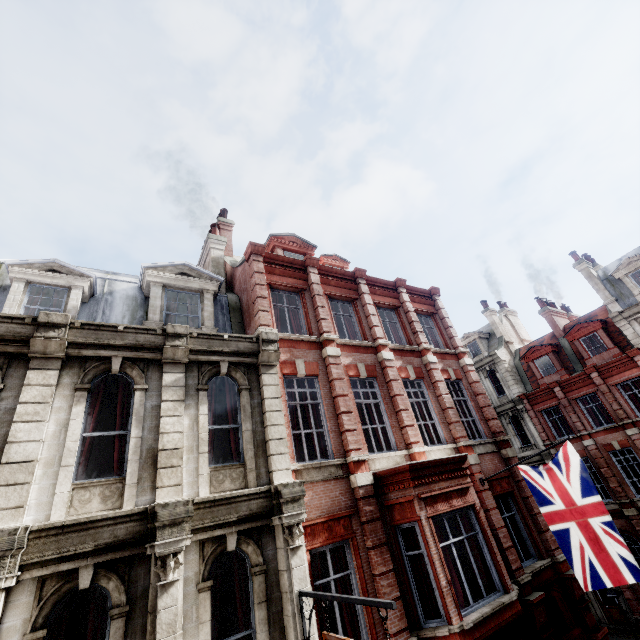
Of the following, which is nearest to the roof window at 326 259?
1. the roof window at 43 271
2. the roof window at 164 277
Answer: the roof window at 164 277

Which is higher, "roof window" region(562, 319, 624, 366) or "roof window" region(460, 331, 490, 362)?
"roof window" region(460, 331, 490, 362)

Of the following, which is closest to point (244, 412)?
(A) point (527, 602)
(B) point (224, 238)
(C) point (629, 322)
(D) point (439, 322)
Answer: (B) point (224, 238)

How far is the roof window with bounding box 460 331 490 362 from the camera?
30.0 meters

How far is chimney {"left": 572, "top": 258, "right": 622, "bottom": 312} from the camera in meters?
22.1 m

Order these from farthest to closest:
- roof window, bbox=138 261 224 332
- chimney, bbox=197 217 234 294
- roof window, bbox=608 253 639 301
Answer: roof window, bbox=608 253 639 301 → chimney, bbox=197 217 234 294 → roof window, bbox=138 261 224 332

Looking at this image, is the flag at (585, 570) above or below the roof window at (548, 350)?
below

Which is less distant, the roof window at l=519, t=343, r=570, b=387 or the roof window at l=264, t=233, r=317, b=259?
the roof window at l=264, t=233, r=317, b=259
